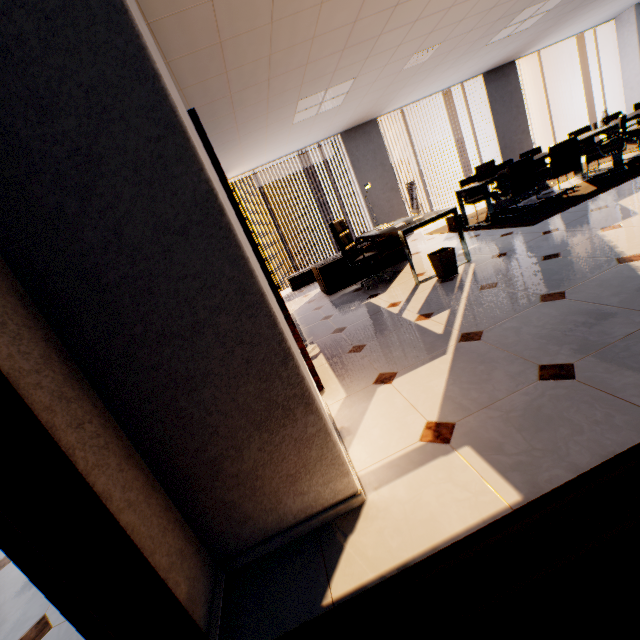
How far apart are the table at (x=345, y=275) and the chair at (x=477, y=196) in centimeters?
195cm

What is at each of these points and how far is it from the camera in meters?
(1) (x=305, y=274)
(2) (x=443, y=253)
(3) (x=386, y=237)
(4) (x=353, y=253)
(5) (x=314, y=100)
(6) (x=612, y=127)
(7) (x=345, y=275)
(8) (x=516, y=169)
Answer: (1) cupboard, 7.7 m
(2) trash can, 3.9 m
(3) table, 4.6 m
(4) chair, 5.3 m
(5) light, 5.1 m
(6) table, 5.9 m
(7) table, 5.8 m
(8) chair, 5.5 m

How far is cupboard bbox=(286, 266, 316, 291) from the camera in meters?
7.7 m

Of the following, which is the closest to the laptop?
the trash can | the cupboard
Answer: the cupboard

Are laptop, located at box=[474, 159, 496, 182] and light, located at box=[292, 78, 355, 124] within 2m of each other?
no

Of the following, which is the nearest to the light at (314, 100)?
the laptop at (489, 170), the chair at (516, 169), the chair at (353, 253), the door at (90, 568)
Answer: the chair at (353, 253)

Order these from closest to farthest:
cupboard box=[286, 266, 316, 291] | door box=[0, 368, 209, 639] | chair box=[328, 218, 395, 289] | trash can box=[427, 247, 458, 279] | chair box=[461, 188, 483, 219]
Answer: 1. door box=[0, 368, 209, 639]
2. trash can box=[427, 247, 458, 279]
3. chair box=[328, 218, 395, 289]
4. chair box=[461, 188, 483, 219]
5. cupboard box=[286, 266, 316, 291]

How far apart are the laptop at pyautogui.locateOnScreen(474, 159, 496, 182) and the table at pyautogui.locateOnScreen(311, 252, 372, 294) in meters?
1.8
